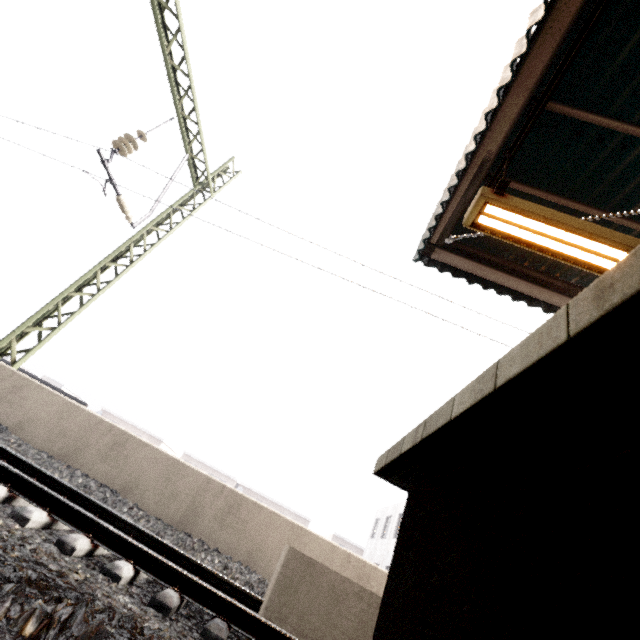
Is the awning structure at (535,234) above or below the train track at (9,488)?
above

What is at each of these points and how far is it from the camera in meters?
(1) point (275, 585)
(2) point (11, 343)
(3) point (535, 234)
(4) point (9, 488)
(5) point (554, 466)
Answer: (1) concrete pillar, 3.4 m
(2) power line, 6.9 m
(3) awning structure, 3.5 m
(4) train track, 3.2 m
(5) platform underside, 0.8 m

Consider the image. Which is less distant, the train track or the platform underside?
the platform underside

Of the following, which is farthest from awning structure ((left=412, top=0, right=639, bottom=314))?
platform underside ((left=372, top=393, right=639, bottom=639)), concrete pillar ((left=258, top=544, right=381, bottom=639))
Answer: concrete pillar ((left=258, top=544, right=381, bottom=639))

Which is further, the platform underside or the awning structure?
the awning structure

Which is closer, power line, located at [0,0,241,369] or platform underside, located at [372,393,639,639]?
platform underside, located at [372,393,639,639]

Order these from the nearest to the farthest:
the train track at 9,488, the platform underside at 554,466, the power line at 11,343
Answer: the platform underside at 554,466, the train track at 9,488, the power line at 11,343

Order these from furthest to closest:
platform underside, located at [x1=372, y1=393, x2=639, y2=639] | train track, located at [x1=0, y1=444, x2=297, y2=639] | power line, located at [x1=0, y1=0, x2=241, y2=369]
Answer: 1. power line, located at [x1=0, y1=0, x2=241, y2=369]
2. train track, located at [x1=0, y1=444, x2=297, y2=639]
3. platform underside, located at [x1=372, y1=393, x2=639, y2=639]
